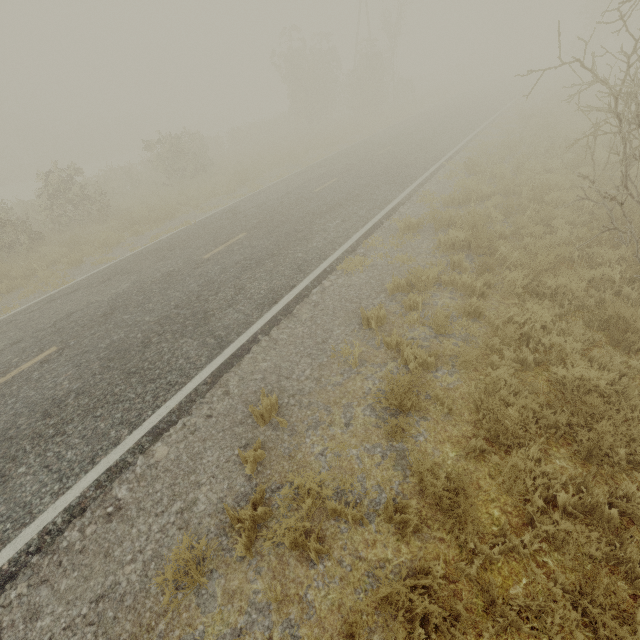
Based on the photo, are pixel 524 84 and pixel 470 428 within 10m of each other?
no
